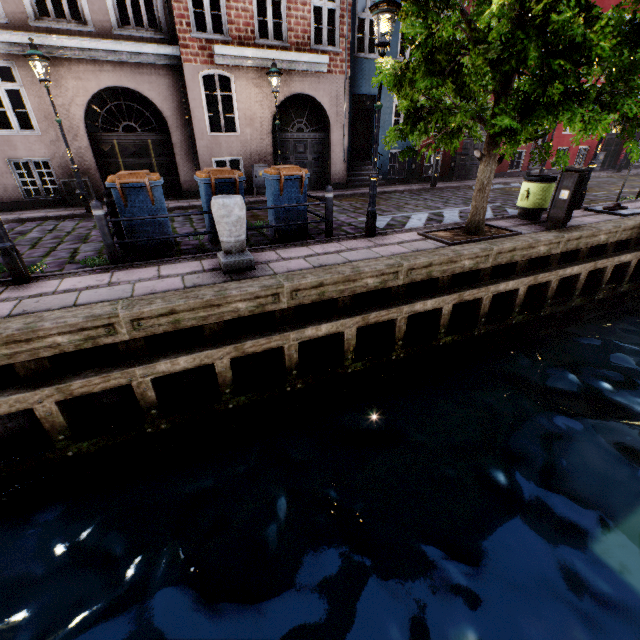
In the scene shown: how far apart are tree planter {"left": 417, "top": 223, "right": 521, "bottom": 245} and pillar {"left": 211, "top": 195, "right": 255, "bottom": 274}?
3.7m

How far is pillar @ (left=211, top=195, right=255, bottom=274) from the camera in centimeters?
461cm

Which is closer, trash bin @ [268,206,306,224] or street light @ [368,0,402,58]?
street light @ [368,0,402,58]

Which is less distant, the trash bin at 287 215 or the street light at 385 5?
the street light at 385 5

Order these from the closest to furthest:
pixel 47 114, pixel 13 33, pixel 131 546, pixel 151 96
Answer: pixel 131 546, pixel 13 33, pixel 47 114, pixel 151 96

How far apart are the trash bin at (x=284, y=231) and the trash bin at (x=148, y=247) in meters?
1.9

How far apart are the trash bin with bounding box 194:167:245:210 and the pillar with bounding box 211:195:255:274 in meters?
0.9 m

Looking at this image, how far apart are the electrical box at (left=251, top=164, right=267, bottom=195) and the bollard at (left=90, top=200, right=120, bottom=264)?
7.93m
